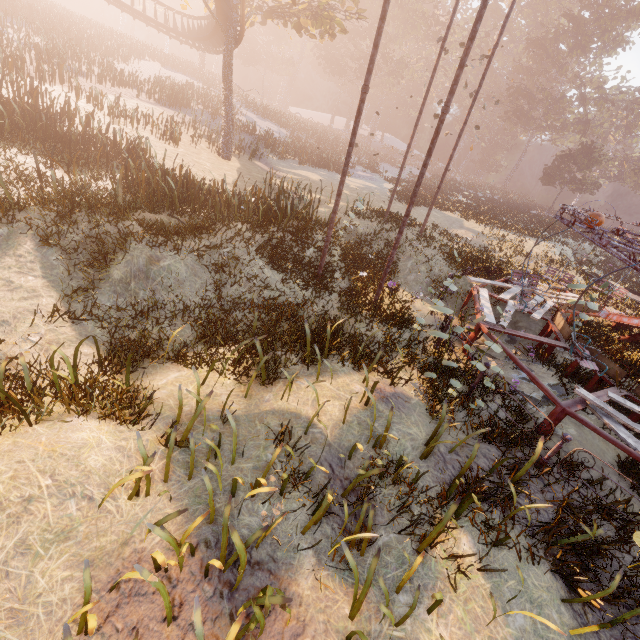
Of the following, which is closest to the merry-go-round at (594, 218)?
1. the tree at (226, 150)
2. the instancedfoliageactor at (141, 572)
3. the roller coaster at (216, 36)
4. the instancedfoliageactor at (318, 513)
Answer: the roller coaster at (216, 36)

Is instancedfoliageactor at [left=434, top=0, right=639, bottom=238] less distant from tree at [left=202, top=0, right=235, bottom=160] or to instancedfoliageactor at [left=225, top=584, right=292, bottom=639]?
tree at [left=202, top=0, right=235, bottom=160]

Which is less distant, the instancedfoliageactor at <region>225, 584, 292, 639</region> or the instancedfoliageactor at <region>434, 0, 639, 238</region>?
the instancedfoliageactor at <region>225, 584, 292, 639</region>

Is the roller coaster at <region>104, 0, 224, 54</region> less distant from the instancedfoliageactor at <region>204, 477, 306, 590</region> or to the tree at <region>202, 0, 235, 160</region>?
the tree at <region>202, 0, 235, 160</region>

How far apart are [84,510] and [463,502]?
5.16m

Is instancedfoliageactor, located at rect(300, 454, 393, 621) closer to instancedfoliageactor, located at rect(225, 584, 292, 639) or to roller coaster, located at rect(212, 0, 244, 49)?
roller coaster, located at rect(212, 0, 244, 49)

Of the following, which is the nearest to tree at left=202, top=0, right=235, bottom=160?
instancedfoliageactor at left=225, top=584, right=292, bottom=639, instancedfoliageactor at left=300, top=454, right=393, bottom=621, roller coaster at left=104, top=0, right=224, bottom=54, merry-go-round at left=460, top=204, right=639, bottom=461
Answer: roller coaster at left=104, top=0, right=224, bottom=54

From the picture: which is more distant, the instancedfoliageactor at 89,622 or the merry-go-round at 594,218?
the merry-go-round at 594,218
